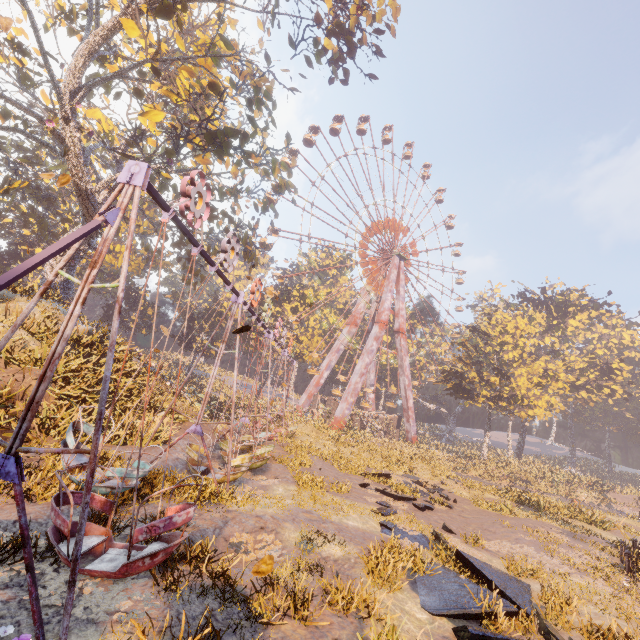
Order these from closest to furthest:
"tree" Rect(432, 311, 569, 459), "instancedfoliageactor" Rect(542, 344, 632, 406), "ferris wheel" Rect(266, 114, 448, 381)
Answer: "tree" Rect(432, 311, 569, 459) < "ferris wheel" Rect(266, 114, 448, 381) < "instancedfoliageactor" Rect(542, 344, 632, 406)

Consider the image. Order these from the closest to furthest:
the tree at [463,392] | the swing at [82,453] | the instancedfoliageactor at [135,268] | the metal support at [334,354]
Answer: the swing at [82,453], the instancedfoliageactor at [135,268], the tree at [463,392], the metal support at [334,354]

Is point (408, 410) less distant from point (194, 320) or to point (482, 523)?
point (482, 523)

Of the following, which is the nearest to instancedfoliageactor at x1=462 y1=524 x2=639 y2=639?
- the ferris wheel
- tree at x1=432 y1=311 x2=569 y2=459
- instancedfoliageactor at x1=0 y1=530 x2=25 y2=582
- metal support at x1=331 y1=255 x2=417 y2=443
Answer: instancedfoliageactor at x1=0 y1=530 x2=25 y2=582

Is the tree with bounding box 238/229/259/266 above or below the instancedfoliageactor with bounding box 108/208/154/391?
above

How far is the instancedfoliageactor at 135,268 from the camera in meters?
14.8

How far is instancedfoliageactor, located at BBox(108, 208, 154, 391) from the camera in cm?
1478

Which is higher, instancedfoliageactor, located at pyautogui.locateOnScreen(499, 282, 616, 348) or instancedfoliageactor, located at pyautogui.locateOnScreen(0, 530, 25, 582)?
instancedfoliageactor, located at pyautogui.locateOnScreen(499, 282, 616, 348)
